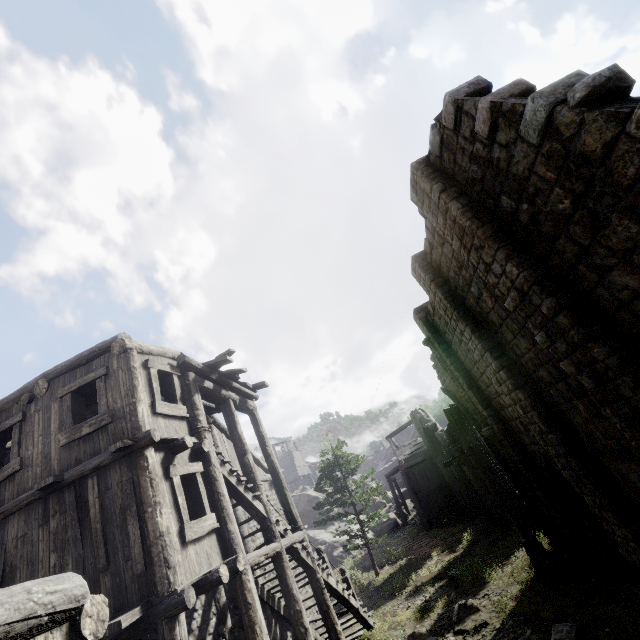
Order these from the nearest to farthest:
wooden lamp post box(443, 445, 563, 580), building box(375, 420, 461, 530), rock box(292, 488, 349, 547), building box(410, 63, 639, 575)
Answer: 1. building box(410, 63, 639, 575)
2. wooden lamp post box(443, 445, 563, 580)
3. building box(375, 420, 461, 530)
4. rock box(292, 488, 349, 547)

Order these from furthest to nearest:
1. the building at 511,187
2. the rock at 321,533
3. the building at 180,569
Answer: the rock at 321,533, the building at 180,569, the building at 511,187

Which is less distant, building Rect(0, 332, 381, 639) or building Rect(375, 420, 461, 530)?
building Rect(0, 332, 381, 639)

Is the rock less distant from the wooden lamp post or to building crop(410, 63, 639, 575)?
building crop(410, 63, 639, 575)

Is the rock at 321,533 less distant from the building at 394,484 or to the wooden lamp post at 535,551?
the building at 394,484

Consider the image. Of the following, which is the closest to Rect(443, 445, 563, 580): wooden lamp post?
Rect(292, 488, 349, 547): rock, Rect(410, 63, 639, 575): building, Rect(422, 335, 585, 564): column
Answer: Rect(422, 335, 585, 564): column

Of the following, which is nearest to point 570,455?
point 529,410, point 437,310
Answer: point 529,410

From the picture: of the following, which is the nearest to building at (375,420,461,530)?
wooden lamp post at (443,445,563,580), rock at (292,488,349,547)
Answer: rock at (292,488,349,547)
